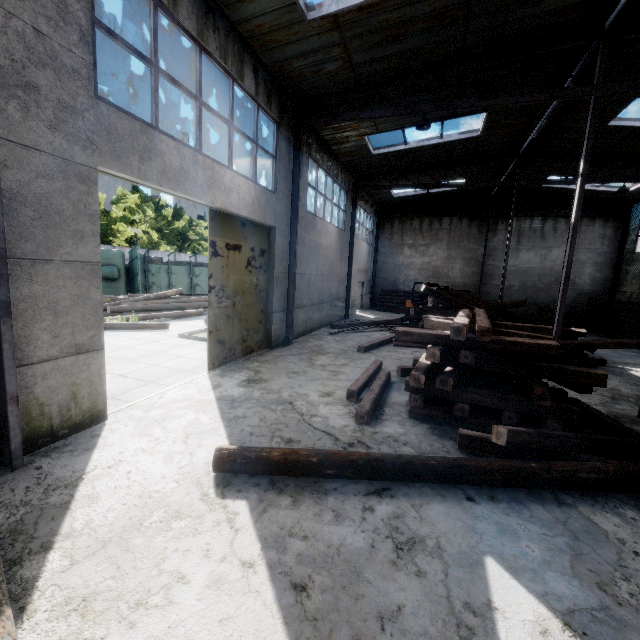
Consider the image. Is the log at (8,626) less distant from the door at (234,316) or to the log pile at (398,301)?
the door at (234,316)

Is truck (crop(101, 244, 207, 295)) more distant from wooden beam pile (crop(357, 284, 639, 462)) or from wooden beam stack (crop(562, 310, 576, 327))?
wooden beam stack (crop(562, 310, 576, 327))

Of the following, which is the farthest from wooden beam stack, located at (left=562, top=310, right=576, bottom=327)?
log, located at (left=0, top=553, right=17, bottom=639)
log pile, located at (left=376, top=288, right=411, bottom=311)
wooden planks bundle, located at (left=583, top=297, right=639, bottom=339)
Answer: log, located at (left=0, top=553, right=17, bottom=639)

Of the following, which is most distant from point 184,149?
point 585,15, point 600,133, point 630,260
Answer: point 630,260

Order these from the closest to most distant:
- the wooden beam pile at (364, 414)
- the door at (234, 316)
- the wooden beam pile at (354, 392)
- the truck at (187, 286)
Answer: the wooden beam pile at (364, 414) < the wooden beam pile at (354, 392) < the door at (234, 316) < the truck at (187, 286)

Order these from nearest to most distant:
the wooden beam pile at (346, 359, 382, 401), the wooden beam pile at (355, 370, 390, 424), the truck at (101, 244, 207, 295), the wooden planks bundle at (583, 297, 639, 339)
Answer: the wooden beam pile at (355, 370, 390, 424) < the wooden beam pile at (346, 359, 382, 401) < the wooden planks bundle at (583, 297, 639, 339) < the truck at (101, 244, 207, 295)

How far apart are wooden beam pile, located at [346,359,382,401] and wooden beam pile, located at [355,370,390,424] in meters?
0.1

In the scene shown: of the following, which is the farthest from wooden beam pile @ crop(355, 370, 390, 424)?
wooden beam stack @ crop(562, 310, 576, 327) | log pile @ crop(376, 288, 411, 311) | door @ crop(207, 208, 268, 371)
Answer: wooden beam stack @ crop(562, 310, 576, 327)
